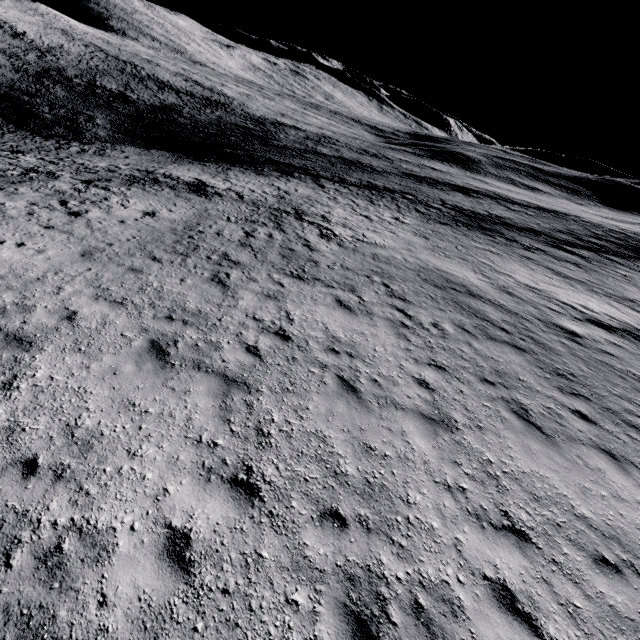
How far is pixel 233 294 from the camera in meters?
9.7
